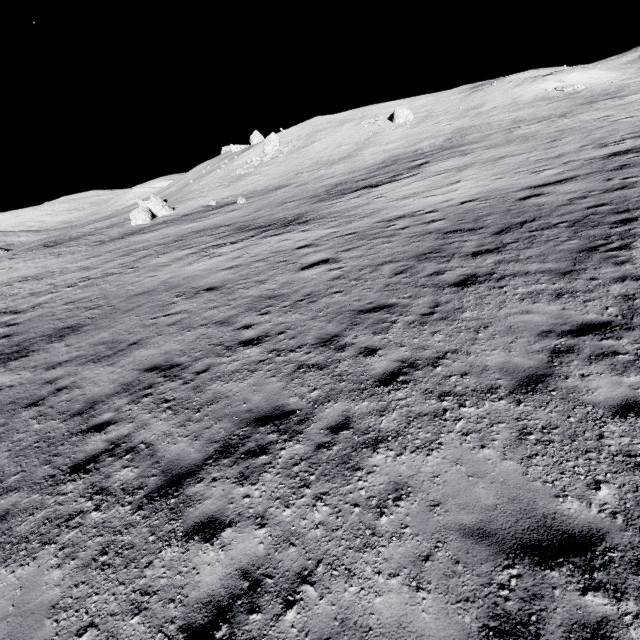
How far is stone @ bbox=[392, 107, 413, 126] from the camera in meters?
52.4

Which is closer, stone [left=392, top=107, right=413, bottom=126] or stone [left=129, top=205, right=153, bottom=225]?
stone [left=129, top=205, right=153, bottom=225]

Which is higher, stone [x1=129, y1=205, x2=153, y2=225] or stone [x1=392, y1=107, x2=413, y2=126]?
stone [x1=392, y1=107, x2=413, y2=126]

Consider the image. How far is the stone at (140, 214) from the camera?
44.0 meters

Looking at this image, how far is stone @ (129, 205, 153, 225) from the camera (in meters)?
43.97

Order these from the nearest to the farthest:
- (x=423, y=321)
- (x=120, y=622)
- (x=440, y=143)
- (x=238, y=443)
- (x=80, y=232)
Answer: (x=120, y=622), (x=238, y=443), (x=423, y=321), (x=440, y=143), (x=80, y=232)

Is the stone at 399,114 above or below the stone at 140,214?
→ above
